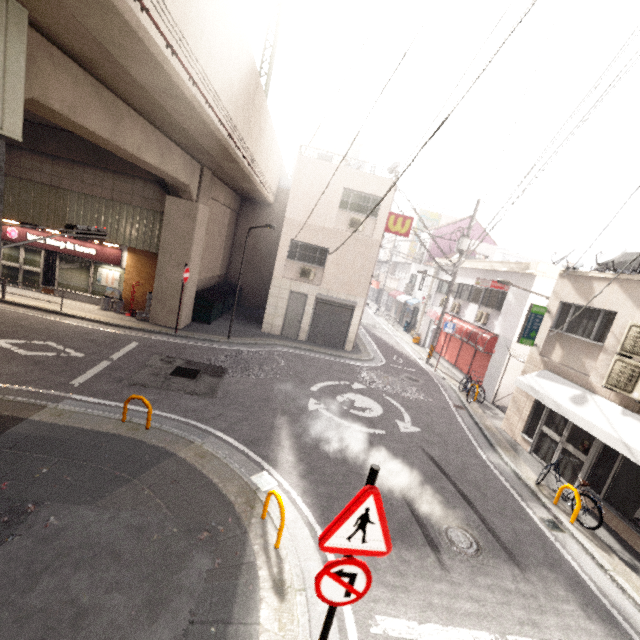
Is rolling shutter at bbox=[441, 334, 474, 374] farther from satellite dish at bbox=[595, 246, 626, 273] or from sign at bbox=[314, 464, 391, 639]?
sign at bbox=[314, 464, 391, 639]

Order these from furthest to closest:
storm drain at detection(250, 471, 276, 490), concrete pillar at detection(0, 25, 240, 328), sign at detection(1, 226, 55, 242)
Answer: sign at detection(1, 226, 55, 242) < storm drain at detection(250, 471, 276, 490) < concrete pillar at detection(0, 25, 240, 328)

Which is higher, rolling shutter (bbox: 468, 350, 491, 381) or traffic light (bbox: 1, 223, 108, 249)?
traffic light (bbox: 1, 223, 108, 249)

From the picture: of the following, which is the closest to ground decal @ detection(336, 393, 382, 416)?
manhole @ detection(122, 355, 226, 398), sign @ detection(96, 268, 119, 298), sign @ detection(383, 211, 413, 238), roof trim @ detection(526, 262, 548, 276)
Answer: manhole @ detection(122, 355, 226, 398)

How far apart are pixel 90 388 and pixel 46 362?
2.02m

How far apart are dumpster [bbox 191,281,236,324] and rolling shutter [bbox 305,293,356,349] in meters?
4.7

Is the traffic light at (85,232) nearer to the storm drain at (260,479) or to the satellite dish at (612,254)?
the storm drain at (260,479)

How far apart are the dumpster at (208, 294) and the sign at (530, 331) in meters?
12.9
